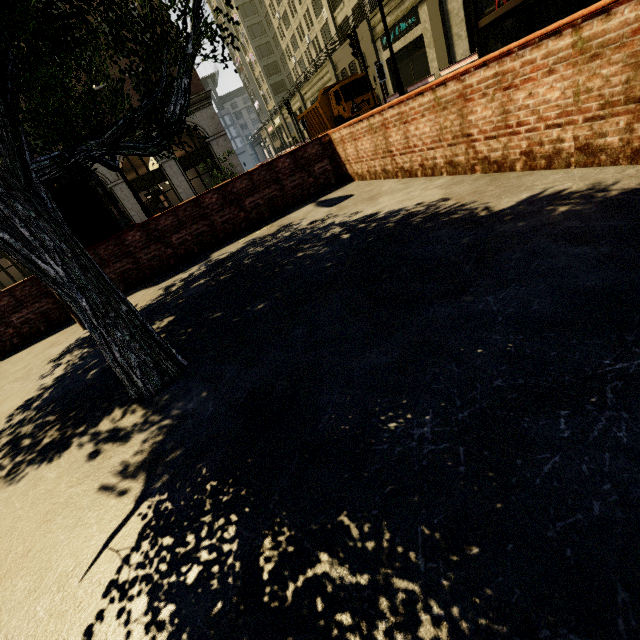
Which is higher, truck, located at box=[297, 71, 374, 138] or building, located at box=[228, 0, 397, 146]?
building, located at box=[228, 0, 397, 146]

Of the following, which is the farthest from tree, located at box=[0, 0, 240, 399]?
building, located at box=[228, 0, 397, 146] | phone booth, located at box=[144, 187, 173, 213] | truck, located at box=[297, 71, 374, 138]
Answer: truck, located at box=[297, 71, 374, 138]

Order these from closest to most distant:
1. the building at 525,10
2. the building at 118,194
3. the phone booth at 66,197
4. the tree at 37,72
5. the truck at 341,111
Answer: the tree at 37,72
the phone booth at 66,197
the building at 525,10
the truck at 341,111
the building at 118,194

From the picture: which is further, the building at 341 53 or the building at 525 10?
the building at 341 53

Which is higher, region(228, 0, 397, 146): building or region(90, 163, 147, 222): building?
region(228, 0, 397, 146): building

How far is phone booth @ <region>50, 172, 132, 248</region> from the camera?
7.12m

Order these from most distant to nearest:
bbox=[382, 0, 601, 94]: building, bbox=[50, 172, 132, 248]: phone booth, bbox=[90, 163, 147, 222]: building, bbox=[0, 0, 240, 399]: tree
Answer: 1. bbox=[90, 163, 147, 222]: building
2. bbox=[382, 0, 601, 94]: building
3. bbox=[50, 172, 132, 248]: phone booth
4. bbox=[0, 0, 240, 399]: tree

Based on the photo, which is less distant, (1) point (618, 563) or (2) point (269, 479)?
(1) point (618, 563)
